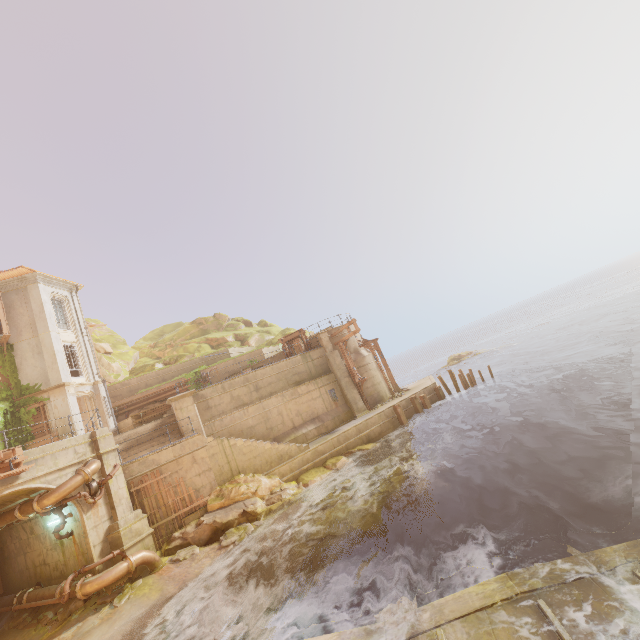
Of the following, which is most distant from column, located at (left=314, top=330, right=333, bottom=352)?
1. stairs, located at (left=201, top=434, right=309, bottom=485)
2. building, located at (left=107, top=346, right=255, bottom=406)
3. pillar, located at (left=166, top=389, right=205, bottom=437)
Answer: pillar, located at (left=166, top=389, right=205, bottom=437)

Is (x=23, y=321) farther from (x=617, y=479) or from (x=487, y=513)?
(x=617, y=479)

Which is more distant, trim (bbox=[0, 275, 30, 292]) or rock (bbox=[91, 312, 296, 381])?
rock (bbox=[91, 312, 296, 381])

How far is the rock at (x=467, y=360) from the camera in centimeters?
4494cm

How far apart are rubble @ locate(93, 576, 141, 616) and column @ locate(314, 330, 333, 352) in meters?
16.3

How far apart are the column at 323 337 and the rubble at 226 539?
12.5m

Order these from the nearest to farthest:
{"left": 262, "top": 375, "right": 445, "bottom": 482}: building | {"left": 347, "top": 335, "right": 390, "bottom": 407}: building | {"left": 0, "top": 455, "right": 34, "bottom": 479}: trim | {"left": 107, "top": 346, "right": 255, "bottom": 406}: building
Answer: {"left": 0, "top": 455, "right": 34, "bottom": 479}: trim, {"left": 262, "top": 375, "right": 445, "bottom": 482}: building, {"left": 347, "top": 335, "right": 390, "bottom": 407}: building, {"left": 107, "top": 346, "right": 255, "bottom": 406}: building

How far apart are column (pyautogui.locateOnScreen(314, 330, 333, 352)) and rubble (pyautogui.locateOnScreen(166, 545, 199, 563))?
14.3 meters
